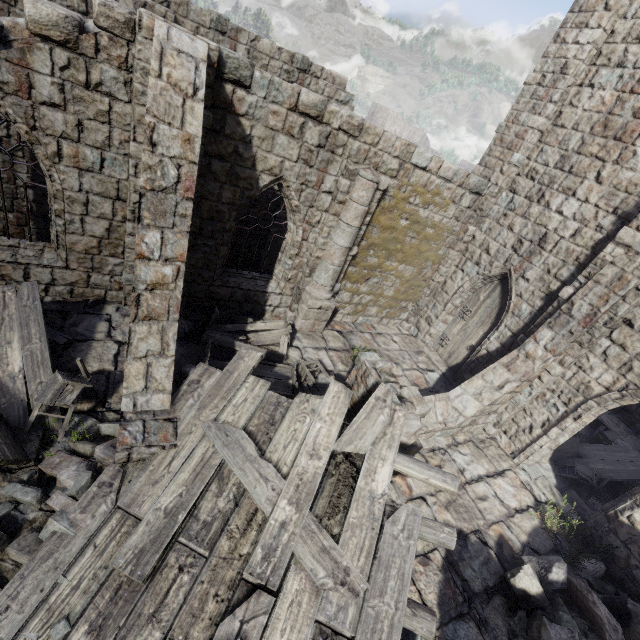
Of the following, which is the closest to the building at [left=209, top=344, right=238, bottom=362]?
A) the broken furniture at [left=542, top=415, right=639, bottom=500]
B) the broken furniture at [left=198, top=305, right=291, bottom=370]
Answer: the broken furniture at [left=198, top=305, right=291, bottom=370]

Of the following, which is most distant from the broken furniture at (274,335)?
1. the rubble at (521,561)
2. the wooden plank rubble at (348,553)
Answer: the rubble at (521,561)

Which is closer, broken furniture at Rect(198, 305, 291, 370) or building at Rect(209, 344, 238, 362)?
broken furniture at Rect(198, 305, 291, 370)

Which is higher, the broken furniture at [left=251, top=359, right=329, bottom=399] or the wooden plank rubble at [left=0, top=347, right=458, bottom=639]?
the wooden plank rubble at [left=0, top=347, right=458, bottom=639]

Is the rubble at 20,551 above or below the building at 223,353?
above

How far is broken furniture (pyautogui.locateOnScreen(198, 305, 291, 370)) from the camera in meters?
7.6 m

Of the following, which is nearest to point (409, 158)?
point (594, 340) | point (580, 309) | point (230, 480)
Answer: point (580, 309)

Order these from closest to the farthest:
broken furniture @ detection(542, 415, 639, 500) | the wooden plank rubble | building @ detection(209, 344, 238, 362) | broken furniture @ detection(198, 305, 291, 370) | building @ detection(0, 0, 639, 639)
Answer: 1. the wooden plank rubble
2. building @ detection(0, 0, 639, 639)
3. broken furniture @ detection(198, 305, 291, 370)
4. building @ detection(209, 344, 238, 362)
5. broken furniture @ detection(542, 415, 639, 500)
